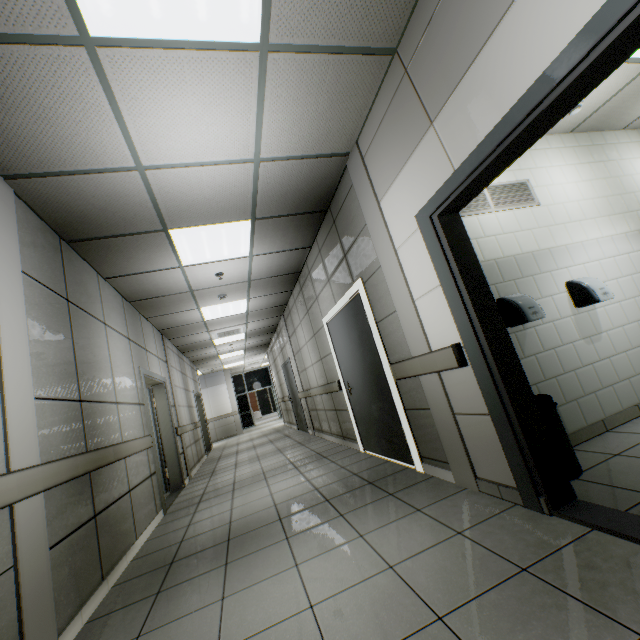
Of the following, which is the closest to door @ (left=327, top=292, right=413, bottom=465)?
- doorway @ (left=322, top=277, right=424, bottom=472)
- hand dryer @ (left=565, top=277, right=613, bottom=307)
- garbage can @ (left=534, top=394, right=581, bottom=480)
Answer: doorway @ (left=322, top=277, right=424, bottom=472)

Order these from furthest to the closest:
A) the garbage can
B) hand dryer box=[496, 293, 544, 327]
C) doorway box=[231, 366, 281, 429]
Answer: doorway box=[231, 366, 281, 429], hand dryer box=[496, 293, 544, 327], the garbage can

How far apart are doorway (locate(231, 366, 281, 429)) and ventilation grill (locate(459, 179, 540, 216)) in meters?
18.0

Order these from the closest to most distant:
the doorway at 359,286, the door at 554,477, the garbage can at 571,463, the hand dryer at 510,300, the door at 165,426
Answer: the door at 554,477 → the garbage can at 571,463 → the hand dryer at 510,300 → the doorway at 359,286 → the door at 165,426

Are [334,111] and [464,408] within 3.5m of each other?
yes

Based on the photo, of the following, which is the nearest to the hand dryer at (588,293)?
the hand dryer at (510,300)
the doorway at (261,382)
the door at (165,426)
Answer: the hand dryer at (510,300)

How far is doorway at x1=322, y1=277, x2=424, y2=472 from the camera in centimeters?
339cm

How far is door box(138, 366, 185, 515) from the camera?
4.8m
